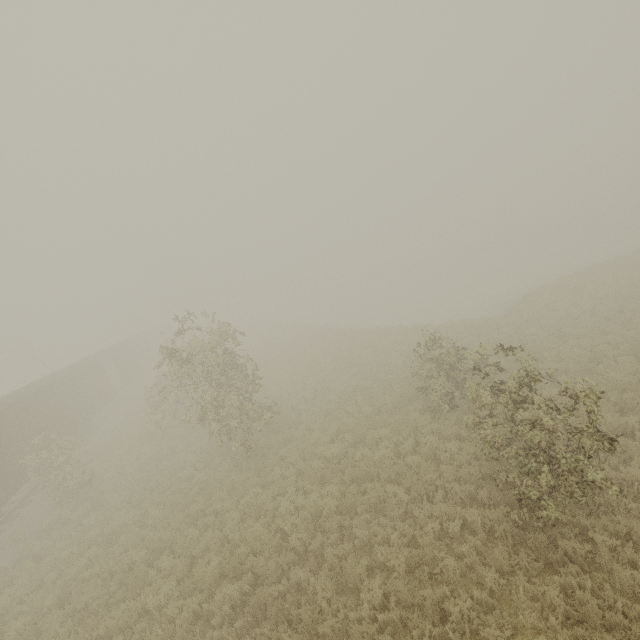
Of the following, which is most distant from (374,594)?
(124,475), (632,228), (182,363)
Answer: (632,228)
